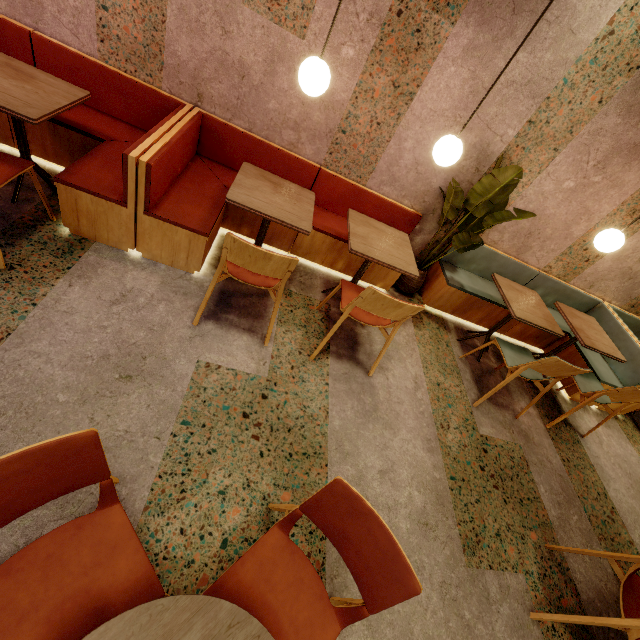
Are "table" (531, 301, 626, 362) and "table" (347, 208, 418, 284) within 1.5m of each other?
no

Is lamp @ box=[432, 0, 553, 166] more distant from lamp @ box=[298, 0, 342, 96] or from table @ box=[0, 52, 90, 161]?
table @ box=[0, 52, 90, 161]

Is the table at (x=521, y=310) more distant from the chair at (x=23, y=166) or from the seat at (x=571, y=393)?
the chair at (x=23, y=166)

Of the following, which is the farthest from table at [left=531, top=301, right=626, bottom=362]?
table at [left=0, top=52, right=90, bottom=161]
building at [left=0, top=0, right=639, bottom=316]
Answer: table at [left=0, top=52, right=90, bottom=161]

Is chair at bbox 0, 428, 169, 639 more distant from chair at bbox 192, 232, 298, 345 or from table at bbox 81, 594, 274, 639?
chair at bbox 192, 232, 298, 345

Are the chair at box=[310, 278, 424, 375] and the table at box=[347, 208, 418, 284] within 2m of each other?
yes

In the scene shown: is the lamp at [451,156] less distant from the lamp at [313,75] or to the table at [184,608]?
the lamp at [313,75]

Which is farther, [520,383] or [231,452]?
[520,383]
